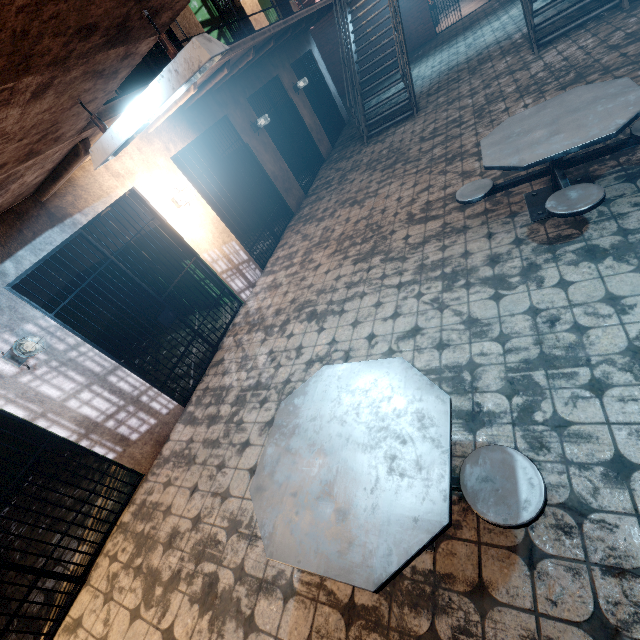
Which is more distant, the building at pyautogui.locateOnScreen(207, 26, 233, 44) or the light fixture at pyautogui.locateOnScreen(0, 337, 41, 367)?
the building at pyautogui.locateOnScreen(207, 26, 233, 44)

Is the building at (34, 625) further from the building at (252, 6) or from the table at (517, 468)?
the table at (517, 468)

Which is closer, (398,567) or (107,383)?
(398,567)

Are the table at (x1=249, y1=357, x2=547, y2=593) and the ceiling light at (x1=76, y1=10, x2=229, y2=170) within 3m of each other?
yes

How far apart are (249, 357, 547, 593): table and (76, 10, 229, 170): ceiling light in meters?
1.8

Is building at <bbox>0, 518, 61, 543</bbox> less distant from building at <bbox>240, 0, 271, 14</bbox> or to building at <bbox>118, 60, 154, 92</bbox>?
building at <bbox>240, 0, 271, 14</bbox>

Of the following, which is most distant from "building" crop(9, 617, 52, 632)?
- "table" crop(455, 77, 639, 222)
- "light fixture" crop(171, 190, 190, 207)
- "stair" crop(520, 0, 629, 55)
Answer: "stair" crop(520, 0, 629, 55)

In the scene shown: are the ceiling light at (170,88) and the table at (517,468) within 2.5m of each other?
yes
